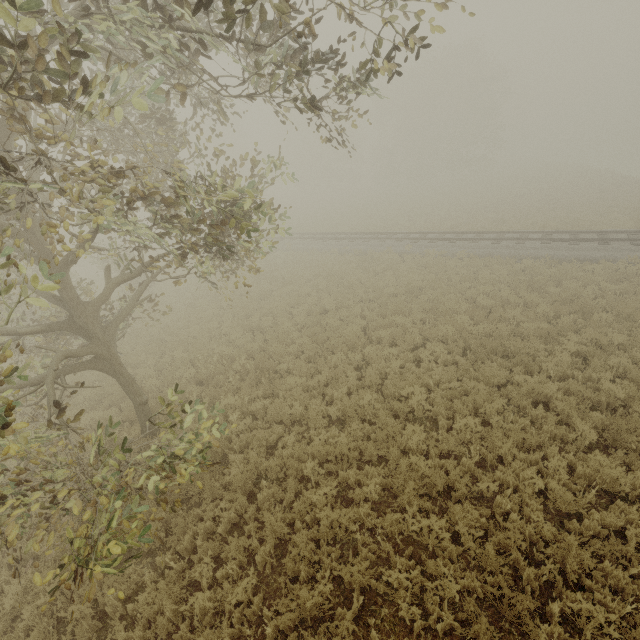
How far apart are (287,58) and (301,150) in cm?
5859
